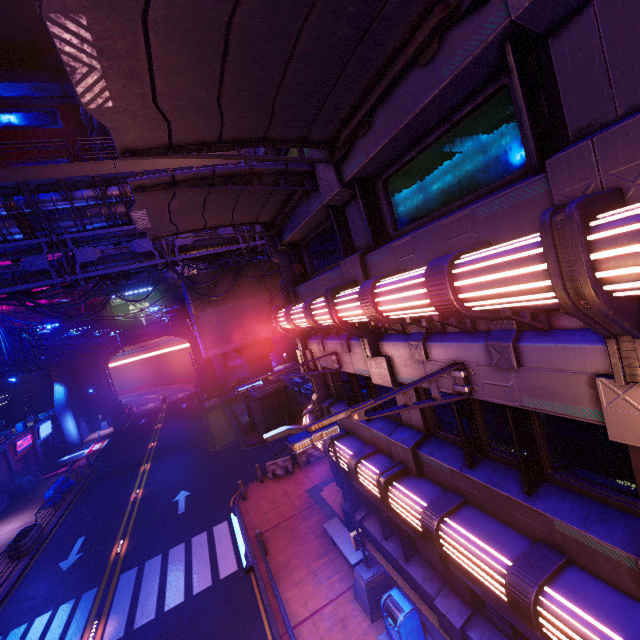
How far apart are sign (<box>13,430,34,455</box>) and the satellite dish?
58.2m

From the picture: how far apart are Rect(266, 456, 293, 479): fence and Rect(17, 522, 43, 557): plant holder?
13.97m

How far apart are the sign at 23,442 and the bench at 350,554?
33.7 meters

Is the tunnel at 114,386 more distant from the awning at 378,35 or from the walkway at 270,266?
the awning at 378,35

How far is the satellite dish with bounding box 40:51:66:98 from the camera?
52.9 meters

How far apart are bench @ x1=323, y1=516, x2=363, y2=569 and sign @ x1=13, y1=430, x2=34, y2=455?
33.7 meters

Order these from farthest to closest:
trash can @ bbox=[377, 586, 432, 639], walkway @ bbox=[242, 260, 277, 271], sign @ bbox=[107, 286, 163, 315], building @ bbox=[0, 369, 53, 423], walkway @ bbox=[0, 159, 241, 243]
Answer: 1. sign @ bbox=[107, 286, 163, 315]
2. building @ bbox=[0, 369, 53, 423]
3. walkway @ bbox=[242, 260, 277, 271]
4. walkway @ bbox=[0, 159, 241, 243]
5. trash can @ bbox=[377, 586, 432, 639]

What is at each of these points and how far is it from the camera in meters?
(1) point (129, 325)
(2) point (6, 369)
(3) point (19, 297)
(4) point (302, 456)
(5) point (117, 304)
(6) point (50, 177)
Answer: (1) sign, 48.2 m
(2) walkway, 24.3 m
(3) cable, 16.6 m
(4) fence, 19.4 m
(5) sign, 47.8 m
(6) walkway, 15.3 m
